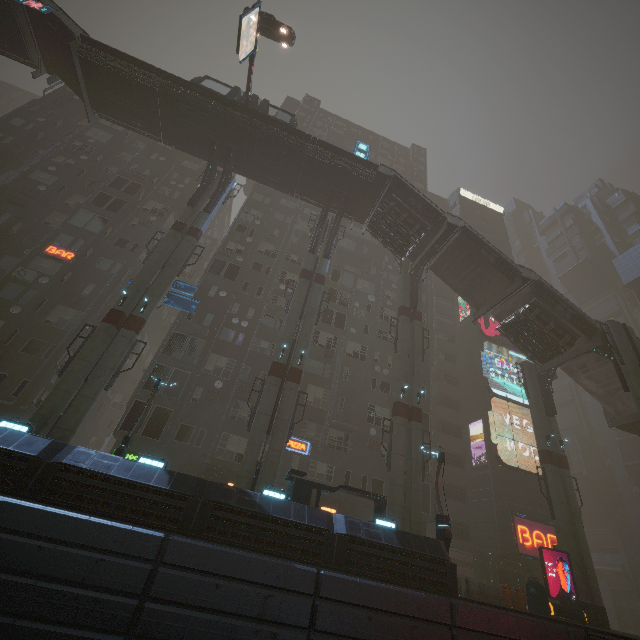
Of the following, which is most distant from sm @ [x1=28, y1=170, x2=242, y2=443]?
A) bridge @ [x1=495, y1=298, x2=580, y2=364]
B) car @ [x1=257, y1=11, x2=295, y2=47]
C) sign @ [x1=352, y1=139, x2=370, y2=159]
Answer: bridge @ [x1=495, y1=298, x2=580, y2=364]

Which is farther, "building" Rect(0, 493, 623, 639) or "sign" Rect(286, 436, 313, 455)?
"sign" Rect(286, 436, 313, 455)

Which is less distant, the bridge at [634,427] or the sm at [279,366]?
the sm at [279,366]

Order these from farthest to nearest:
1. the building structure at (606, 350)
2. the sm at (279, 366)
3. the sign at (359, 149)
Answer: the sign at (359, 149), the building structure at (606, 350), the sm at (279, 366)

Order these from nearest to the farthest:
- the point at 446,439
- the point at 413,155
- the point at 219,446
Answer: the point at 219,446, the point at 446,439, the point at 413,155

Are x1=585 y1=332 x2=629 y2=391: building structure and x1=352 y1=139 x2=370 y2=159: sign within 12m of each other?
no

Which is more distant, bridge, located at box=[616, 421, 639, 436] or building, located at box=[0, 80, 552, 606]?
bridge, located at box=[616, 421, 639, 436]

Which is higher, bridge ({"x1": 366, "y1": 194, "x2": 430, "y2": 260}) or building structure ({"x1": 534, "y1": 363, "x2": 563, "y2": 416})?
bridge ({"x1": 366, "y1": 194, "x2": 430, "y2": 260})
